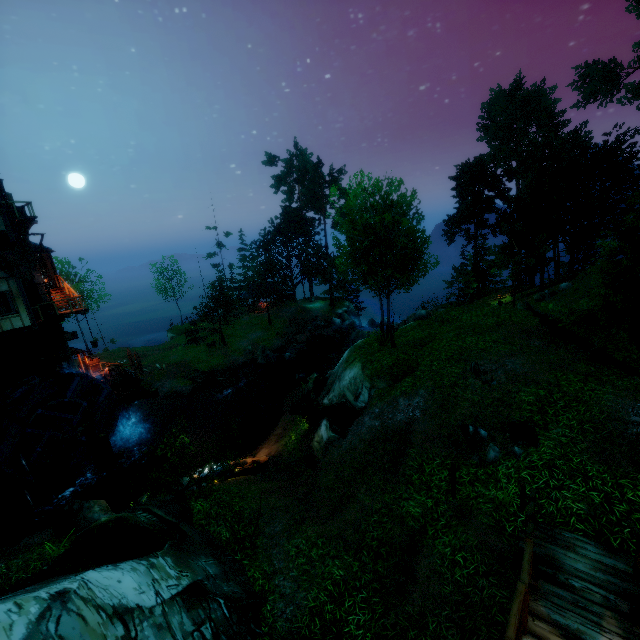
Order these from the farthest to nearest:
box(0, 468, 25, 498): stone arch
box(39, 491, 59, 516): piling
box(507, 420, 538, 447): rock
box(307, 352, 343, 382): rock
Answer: box(307, 352, 343, 382): rock
box(0, 468, 25, 498): stone arch
box(39, 491, 59, 516): piling
box(507, 420, 538, 447): rock

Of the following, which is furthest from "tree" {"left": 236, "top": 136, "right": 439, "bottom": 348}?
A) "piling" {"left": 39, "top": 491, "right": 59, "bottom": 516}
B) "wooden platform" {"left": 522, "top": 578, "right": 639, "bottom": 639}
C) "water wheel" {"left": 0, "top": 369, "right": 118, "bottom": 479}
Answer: "piling" {"left": 39, "top": 491, "right": 59, "bottom": 516}

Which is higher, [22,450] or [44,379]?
[44,379]

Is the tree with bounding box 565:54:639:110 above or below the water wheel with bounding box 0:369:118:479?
above

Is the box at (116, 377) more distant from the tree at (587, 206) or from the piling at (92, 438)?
the tree at (587, 206)

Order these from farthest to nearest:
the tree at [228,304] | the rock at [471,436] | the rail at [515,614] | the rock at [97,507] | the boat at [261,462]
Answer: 1. the tree at [228,304]
2. the boat at [261,462]
3. the rock at [97,507]
4. the rock at [471,436]
5. the rail at [515,614]

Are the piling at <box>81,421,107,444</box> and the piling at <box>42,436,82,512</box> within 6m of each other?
yes

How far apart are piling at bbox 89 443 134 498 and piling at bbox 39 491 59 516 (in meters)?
2.29
